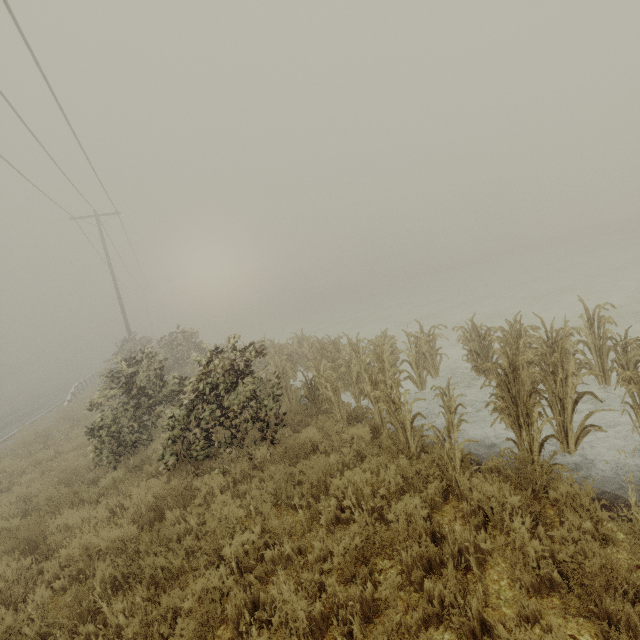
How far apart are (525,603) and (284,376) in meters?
7.2 m
